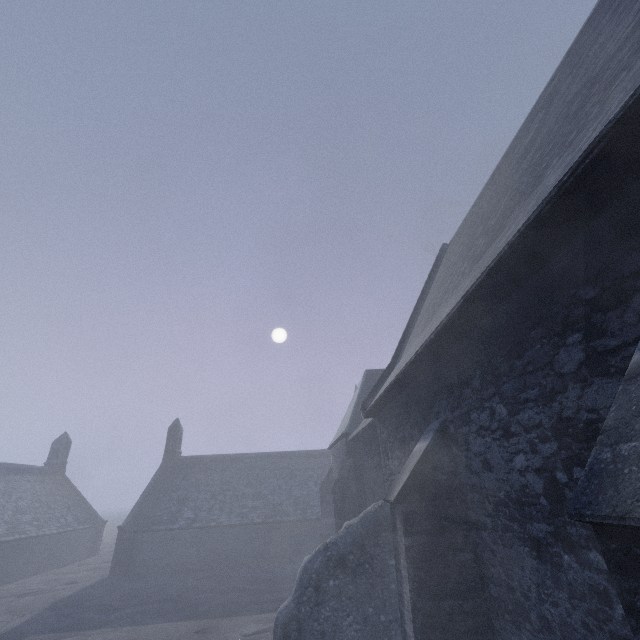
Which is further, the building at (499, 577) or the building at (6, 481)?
the building at (6, 481)

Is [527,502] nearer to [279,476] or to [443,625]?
[443,625]

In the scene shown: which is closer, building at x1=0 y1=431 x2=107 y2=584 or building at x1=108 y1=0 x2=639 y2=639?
building at x1=108 y1=0 x2=639 y2=639
